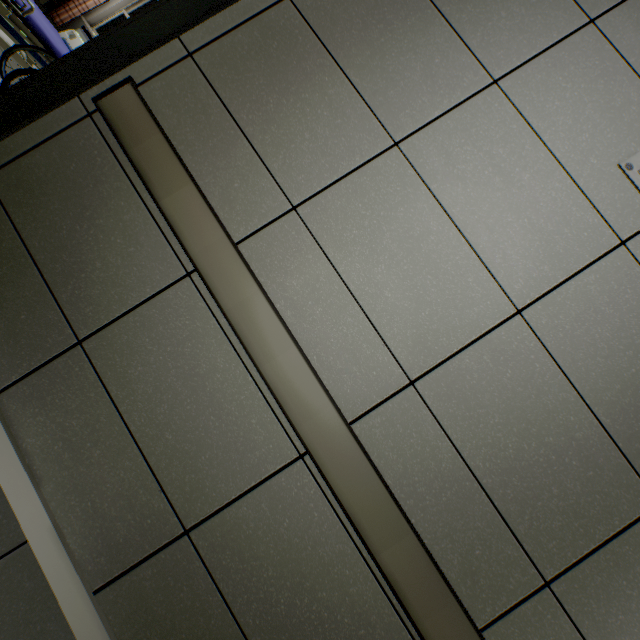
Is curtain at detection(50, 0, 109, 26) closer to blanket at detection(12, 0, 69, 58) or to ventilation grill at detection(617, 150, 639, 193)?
blanket at detection(12, 0, 69, 58)

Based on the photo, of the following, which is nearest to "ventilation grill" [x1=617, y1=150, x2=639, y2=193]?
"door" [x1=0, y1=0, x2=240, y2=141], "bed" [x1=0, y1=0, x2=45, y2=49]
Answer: "door" [x1=0, y1=0, x2=240, y2=141]

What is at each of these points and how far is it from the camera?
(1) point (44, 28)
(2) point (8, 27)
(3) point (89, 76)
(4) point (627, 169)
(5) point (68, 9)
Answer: (1) blanket, 3.2 meters
(2) bed, 2.9 meters
(3) door, 1.3 meters
(4) ventilation grill, 1.2 meters
(5) curtain, 6.9 meters

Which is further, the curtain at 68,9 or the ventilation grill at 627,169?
the curtain at 68,9

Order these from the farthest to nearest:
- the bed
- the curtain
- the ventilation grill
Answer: the curtain < the bed < the ventilation grill

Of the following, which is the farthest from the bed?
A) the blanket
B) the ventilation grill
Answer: the ventilation grill

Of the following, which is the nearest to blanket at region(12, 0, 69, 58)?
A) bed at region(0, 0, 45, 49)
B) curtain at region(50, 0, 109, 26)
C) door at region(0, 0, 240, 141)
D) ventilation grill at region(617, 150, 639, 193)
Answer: bed at region(0, 0, 45, 49)

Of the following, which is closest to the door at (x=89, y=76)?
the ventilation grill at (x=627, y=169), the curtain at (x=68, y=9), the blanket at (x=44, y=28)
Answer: the blanket at (x=44, y=28)
